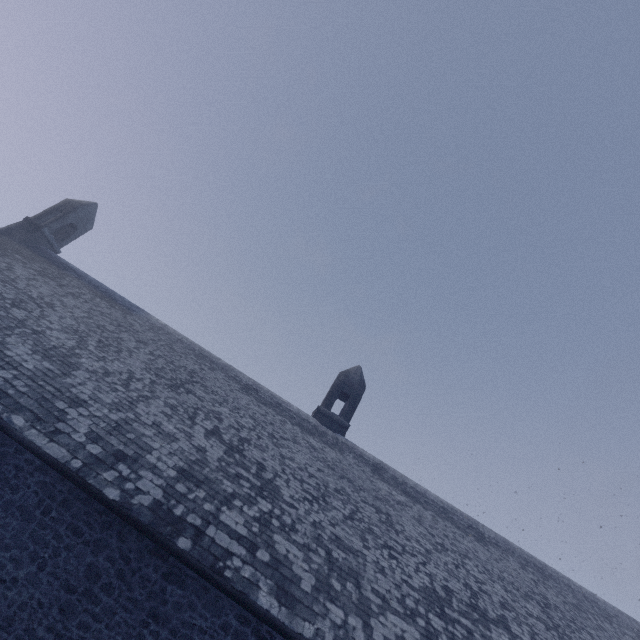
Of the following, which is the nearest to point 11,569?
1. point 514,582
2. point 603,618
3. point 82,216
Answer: point 514,582
